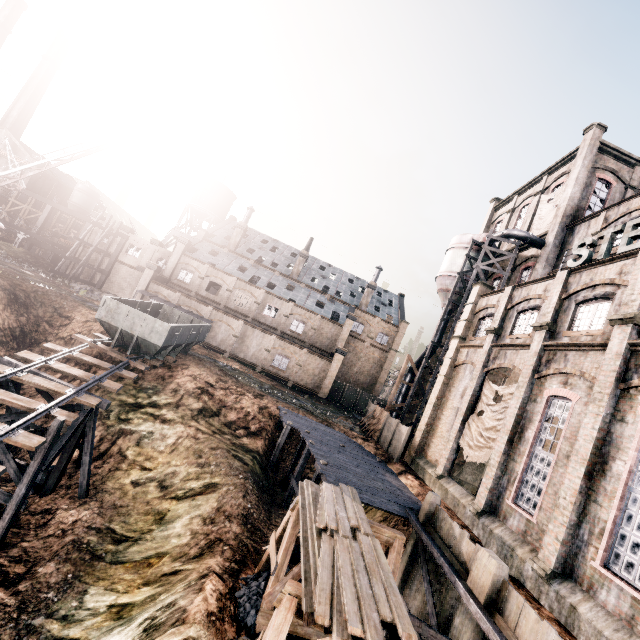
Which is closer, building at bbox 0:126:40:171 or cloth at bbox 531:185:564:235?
cloth at bbox 531:185:564:235

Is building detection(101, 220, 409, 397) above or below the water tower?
below

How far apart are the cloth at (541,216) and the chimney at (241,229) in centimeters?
3946cm

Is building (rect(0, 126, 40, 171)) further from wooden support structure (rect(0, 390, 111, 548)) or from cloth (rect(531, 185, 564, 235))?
wooden support structure (rect(0, 390, 111, 548))

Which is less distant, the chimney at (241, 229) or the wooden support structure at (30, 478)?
the wooden support structure at (30, 478)

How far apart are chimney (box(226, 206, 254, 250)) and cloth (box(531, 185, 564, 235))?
39.46m

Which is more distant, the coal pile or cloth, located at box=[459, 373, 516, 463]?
cloth, located at box=[459, 373, 516, 463]

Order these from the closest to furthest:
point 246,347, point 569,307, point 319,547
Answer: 1. point 319,547
2. point 569,307
3. point 246,347
